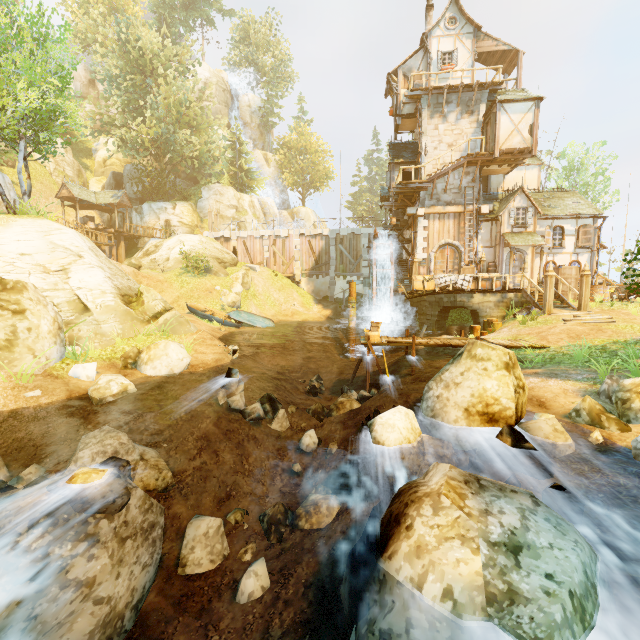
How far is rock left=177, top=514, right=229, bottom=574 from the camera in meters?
5.5 m

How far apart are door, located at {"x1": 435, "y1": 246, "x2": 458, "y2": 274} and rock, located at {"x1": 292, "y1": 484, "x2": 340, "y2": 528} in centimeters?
1821cm

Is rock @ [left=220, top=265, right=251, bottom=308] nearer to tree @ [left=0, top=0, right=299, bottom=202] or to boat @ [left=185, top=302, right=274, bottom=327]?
boat @ [left=185, top=302, right=274, bottom=327]

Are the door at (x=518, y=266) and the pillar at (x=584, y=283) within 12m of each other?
yes

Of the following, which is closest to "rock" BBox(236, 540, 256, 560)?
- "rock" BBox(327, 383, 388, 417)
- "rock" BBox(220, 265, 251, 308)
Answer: "rock" BBox(327, 383, 388, 417)

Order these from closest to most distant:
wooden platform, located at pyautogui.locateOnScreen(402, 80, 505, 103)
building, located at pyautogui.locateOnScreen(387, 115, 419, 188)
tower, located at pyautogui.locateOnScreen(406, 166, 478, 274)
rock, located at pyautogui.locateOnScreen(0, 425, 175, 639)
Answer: rock, located at pyautogui.locateOnScreen(0, 425, 175, 639), wooden platform, located at pyautogui.locateOnScreen(402, 80, 505, 103), tower, located at pyautogui.locateOnScreen(406, 166, 478, 274), building, located at pyautogui.locateOnScreen(387, 115, 419, 188)

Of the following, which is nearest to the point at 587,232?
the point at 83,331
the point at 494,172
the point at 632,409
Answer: the point at 494,172

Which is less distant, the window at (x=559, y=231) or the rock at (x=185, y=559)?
the rock at (x=185, y=559)
